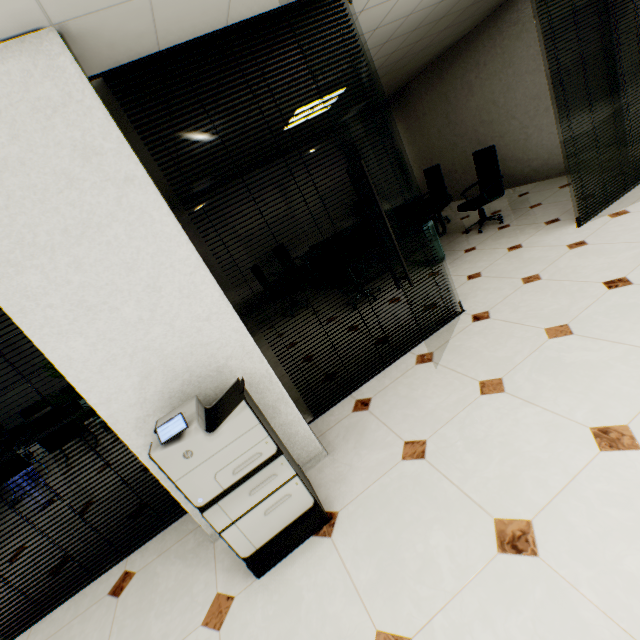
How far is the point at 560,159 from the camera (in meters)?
5.85

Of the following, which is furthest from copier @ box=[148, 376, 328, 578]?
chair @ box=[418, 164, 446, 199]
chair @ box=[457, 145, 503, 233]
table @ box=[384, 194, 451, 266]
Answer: chair @ box=[418, 164, 446, 199]

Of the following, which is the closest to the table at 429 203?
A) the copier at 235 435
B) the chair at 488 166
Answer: the chair at 488 166

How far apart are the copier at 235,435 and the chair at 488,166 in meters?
4.8

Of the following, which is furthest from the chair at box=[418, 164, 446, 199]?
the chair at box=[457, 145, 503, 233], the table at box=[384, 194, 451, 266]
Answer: the chair at box=[457, 145, 503, 233]

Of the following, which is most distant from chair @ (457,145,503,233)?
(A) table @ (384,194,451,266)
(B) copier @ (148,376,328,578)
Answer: (B) copier @ (148,376,328,578)

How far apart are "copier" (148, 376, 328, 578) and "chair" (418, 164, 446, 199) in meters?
6.0 m
